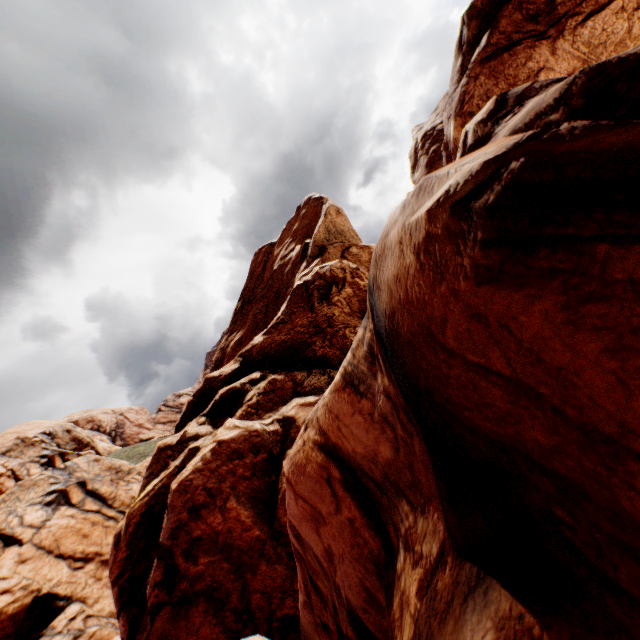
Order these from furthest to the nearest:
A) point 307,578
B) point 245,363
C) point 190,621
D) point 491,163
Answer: point 245,363, point 190,621, point 307,578, point 491,163
